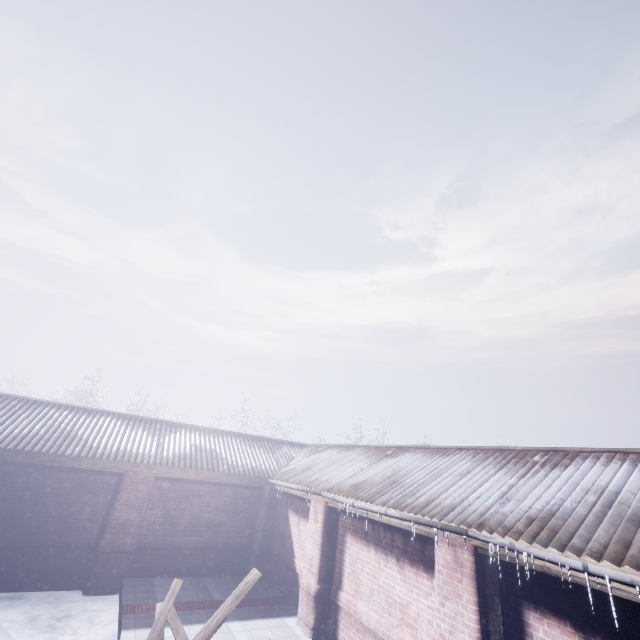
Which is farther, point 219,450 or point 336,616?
point 219,450
